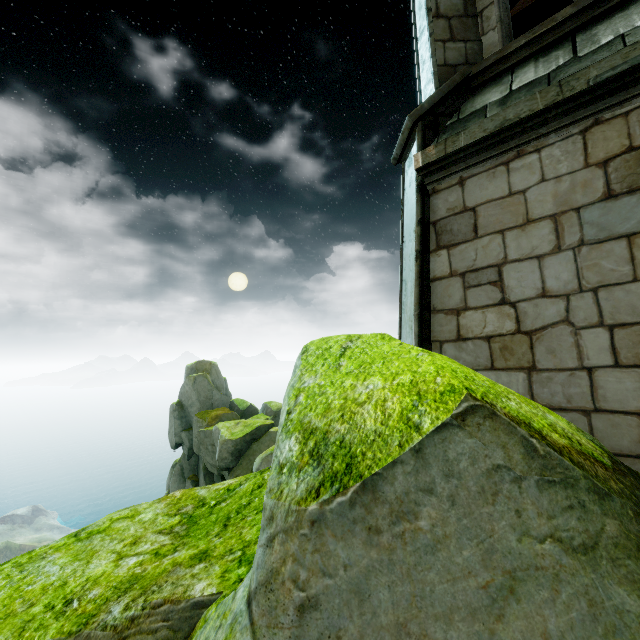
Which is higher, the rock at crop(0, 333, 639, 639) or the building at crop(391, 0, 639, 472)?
the building at crop(391, 0, 639, 472)

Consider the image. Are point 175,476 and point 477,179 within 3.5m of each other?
no

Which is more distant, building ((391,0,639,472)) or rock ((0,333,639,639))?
building ((391,0,639,472))

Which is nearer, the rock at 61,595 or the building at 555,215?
the rock at 61,595

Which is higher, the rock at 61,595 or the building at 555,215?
the building at 555,215
